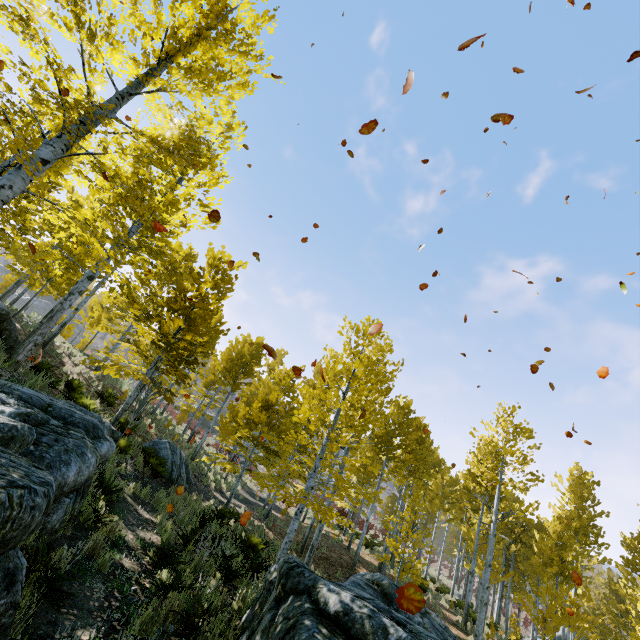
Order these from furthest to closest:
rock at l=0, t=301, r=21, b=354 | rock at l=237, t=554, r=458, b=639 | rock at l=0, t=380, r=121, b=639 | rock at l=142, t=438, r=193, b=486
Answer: rock at l=142, t=438, r=193, b=486, rock at l=0, t=301, r=21, b=354, rock at l=237, t=554, r=458, b=639, rock at l=0, t=380, r=121, b=639

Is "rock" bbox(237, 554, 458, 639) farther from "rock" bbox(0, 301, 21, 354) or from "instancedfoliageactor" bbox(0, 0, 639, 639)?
"instancedfoliageactor" bbox(0, 0, 639, 639)

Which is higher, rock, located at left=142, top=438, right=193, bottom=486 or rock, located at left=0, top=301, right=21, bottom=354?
rock, located at left=0, top=301, right=21, bottom=354

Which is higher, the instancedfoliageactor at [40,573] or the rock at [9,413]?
the rock at [9,413]

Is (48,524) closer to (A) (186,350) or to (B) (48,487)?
(B) (48,487)

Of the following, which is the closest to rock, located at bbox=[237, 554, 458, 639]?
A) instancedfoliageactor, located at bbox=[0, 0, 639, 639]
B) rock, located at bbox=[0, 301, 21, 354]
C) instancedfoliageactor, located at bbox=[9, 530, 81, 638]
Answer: rock, located at bbox=[0, 301, 21, 354]

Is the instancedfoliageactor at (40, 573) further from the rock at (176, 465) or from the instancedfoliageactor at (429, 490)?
the instancedfoliageactor at (429, 490)

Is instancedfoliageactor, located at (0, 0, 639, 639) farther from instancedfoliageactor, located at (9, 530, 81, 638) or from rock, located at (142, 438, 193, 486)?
instancedfoliageactor, located at (9, 530, 81, 638)
